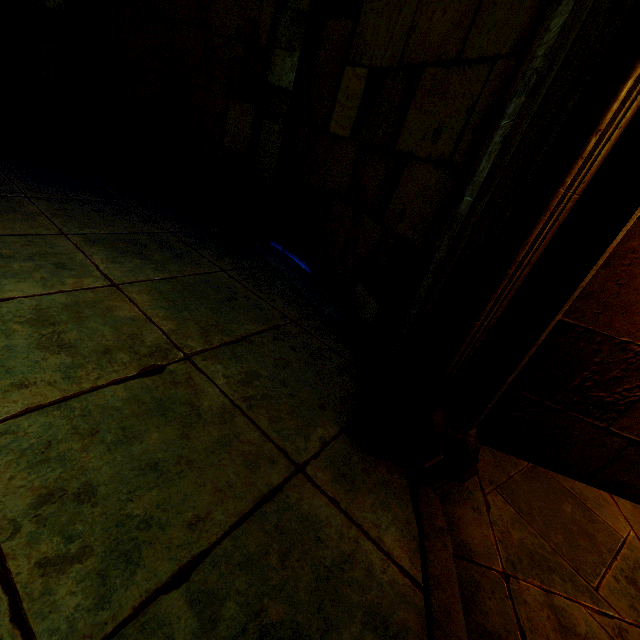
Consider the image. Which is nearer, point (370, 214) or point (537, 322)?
point (537, 322)
